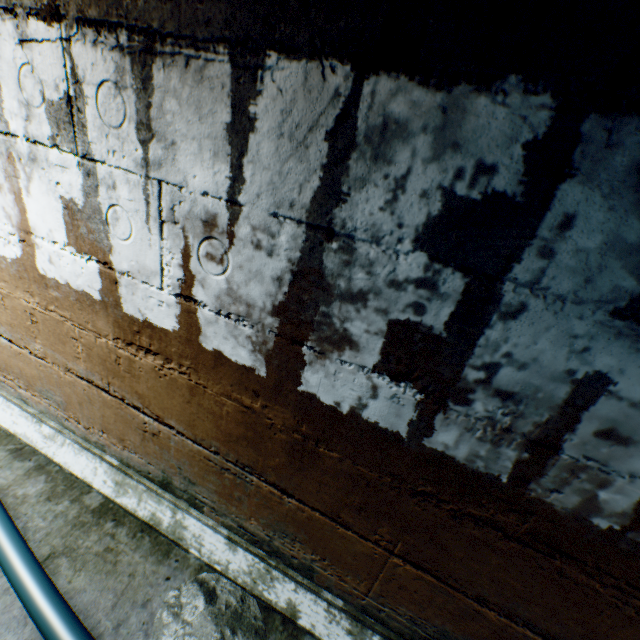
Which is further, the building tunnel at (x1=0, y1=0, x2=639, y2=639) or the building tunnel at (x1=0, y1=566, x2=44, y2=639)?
the building tunnel at (x1=0, y1=566, x2=44, y2=639)

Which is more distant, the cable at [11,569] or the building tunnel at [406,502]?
the cable at [11,569]

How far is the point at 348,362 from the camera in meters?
0.9

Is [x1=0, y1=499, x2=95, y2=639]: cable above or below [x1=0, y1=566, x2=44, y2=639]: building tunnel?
above

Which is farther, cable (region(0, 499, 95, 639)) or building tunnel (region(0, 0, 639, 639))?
cable (region(0, 499, 95, 639))

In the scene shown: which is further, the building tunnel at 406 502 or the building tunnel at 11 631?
the building tunnel at 11 631

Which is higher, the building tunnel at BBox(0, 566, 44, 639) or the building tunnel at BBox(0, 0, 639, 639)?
the building tunnel at BBox(0, 0, 639, 639)
